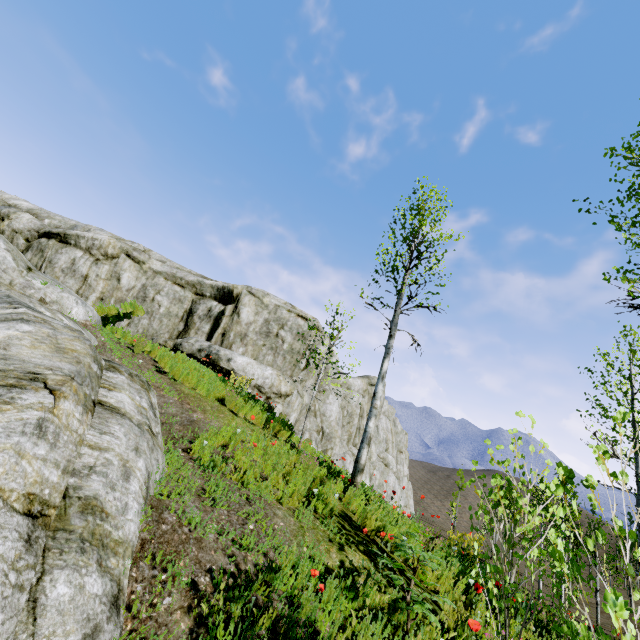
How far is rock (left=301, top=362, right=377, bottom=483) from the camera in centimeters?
1425cm

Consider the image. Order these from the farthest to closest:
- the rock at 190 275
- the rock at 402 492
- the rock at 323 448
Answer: the rock at 402 492 < the rock at 323 448 < the rock at 190 275

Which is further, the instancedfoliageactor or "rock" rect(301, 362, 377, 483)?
"rock" rect(301, 362, 377, 483)

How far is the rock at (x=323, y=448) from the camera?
14.25m

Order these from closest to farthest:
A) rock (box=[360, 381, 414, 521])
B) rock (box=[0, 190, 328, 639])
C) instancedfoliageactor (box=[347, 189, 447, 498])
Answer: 1. rock (box=[0, 190, 328, 639])
2. instancedfoliageactor (box=[347, 189, 447, 498])
3. rock (box=[360, 381, 414, 521])

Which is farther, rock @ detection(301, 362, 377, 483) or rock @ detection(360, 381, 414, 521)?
rock @ detection(360, 381, 414, 521)

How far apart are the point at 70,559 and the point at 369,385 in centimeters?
2420cm
